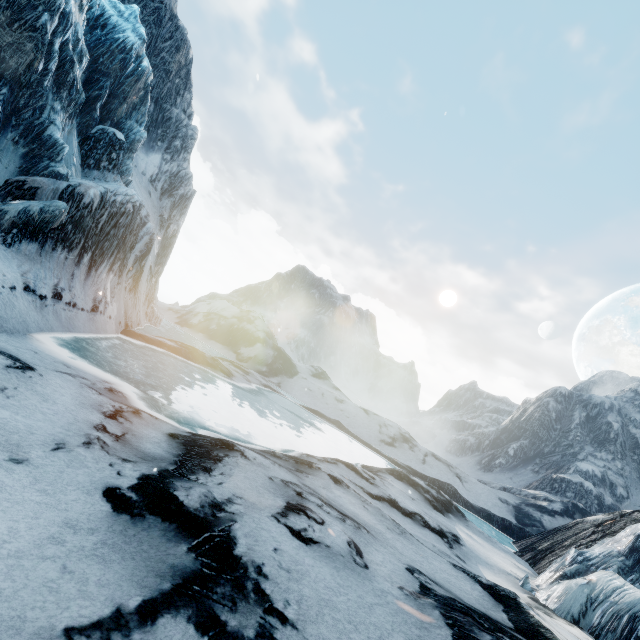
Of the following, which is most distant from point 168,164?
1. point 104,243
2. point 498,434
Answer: point 498,434
